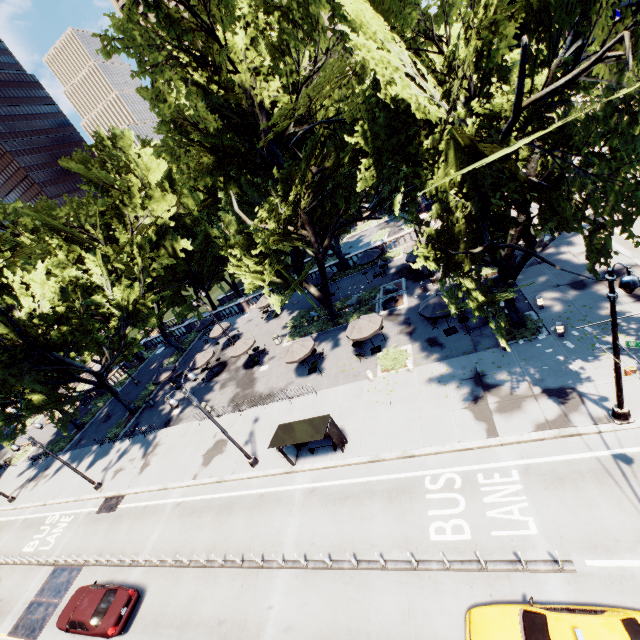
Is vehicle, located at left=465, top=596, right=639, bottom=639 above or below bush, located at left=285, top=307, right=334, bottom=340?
above

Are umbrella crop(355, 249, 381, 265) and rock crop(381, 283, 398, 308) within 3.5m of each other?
no

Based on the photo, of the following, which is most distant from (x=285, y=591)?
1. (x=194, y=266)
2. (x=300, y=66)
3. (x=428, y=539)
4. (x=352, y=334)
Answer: (x=194, y=266)

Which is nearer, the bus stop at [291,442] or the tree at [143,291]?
the tree at [143,291]

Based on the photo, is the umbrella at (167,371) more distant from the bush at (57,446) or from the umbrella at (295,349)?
the umbrella at (295,349)

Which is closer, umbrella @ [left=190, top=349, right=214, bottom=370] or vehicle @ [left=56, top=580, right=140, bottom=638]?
vehicle @ [left=56, top=580, right=140, bottom=638]

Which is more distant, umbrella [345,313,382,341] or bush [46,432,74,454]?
bush [46,432,74,454]

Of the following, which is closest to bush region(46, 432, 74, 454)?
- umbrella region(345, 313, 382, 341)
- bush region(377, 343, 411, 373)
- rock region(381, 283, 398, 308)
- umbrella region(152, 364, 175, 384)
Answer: umbrella region(152, 364, 175, 384)
